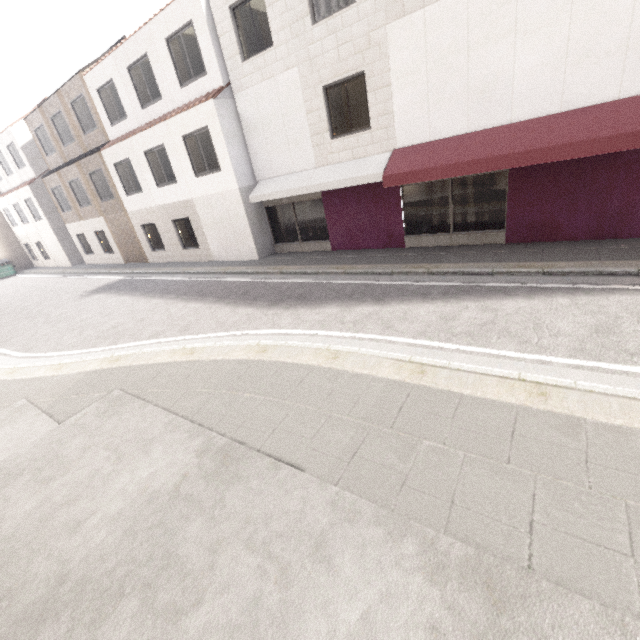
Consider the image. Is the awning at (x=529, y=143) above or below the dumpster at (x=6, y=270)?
above

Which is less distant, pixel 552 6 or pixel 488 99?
pixel 552 6

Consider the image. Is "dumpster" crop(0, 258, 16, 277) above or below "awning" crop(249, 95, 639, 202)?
below

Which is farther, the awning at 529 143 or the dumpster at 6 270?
the dumpster at 6 270

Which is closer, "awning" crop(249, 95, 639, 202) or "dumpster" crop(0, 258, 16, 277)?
"awning" crop(249, 95, 639, 202)
